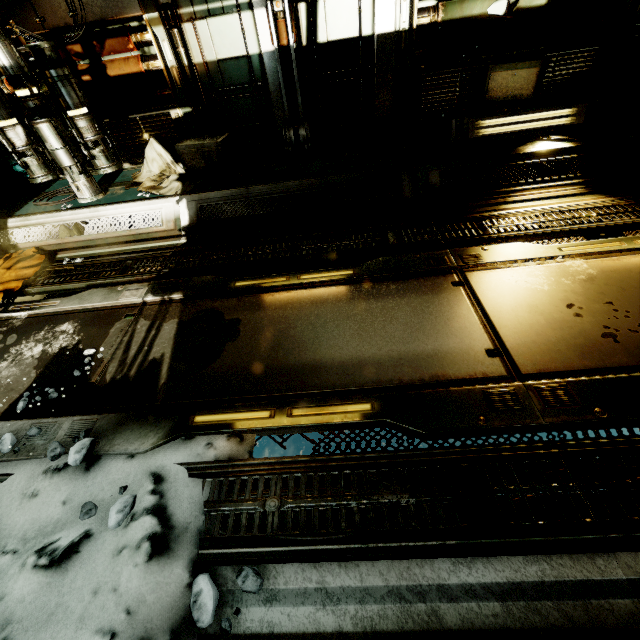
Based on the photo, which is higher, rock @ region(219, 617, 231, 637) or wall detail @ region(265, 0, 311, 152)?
wall detail @ region(265, 0, 311, 152)

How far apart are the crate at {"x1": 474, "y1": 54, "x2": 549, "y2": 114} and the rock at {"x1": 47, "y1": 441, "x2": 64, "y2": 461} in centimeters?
651cm

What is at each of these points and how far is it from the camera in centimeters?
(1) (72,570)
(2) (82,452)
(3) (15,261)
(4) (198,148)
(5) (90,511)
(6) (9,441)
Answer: (1) snow pile, 171cm
(2) rock, 231cm
(3) cloth, 462cm
(4) crate, 512cm
(5) rock, 201cm
(6) rock, 249cm

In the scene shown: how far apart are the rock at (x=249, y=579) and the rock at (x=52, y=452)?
1.7m

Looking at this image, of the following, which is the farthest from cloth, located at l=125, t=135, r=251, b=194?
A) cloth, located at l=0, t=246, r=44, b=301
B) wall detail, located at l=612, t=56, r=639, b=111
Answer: wall detail, located at l=612, t=56, r=639, b=111

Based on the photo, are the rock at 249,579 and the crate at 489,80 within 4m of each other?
no

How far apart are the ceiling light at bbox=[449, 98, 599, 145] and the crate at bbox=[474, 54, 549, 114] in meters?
0.0 m

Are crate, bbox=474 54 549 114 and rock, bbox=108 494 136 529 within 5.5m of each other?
no
